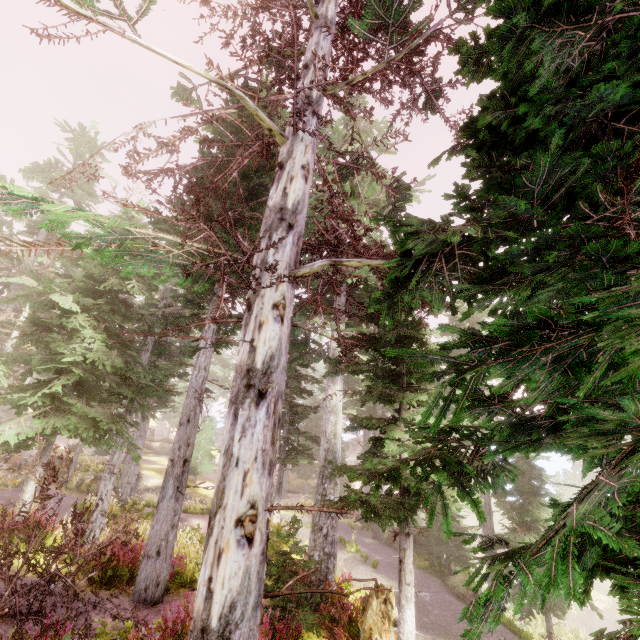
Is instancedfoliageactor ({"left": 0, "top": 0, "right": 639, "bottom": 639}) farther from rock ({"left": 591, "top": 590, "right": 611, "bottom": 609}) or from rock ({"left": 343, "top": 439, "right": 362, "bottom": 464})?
rock ({"left": 591, "top": 590, "right": 611, "bottom": 609})

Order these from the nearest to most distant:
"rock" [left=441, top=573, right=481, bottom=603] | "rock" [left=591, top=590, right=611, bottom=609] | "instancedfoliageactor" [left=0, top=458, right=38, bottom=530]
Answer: "instancedfoliageactor" [left=0, top=458, right=38, bottom=530] → "rock" [left=441, top=573, right=481, bottom=603] → "rock" [left=591, top=590, right=611, bottom=609]

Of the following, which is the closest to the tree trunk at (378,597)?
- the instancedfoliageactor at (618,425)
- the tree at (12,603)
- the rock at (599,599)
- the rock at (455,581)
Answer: the instancedfoliageactor at (618,425)

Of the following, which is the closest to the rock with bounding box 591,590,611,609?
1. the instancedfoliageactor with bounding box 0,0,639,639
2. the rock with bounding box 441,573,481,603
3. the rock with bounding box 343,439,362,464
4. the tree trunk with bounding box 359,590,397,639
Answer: the instancedfoliageactor with bounding box 0,0,639,639

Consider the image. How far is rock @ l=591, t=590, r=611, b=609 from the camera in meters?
26.8

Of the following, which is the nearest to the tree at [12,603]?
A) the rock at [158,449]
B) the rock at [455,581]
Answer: the rock at [455,581]

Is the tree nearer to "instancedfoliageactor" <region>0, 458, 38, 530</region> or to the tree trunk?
"instancedfoliageactor" <region>0, 458, 38, 530</region>

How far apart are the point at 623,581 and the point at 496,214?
2.3 meters
